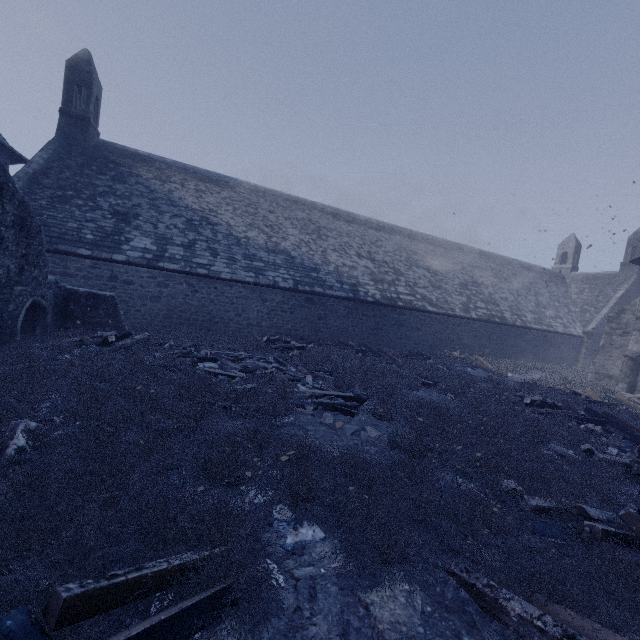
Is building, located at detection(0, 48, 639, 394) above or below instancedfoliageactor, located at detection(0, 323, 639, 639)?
above

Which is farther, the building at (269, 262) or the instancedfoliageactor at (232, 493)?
the building at (269, 262)

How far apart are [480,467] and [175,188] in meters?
18.0 m

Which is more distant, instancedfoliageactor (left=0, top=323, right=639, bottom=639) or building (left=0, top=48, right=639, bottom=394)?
building (left=0, top=48, right=639, bottom=394)

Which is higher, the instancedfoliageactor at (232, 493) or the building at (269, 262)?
the building at (269, 262)
